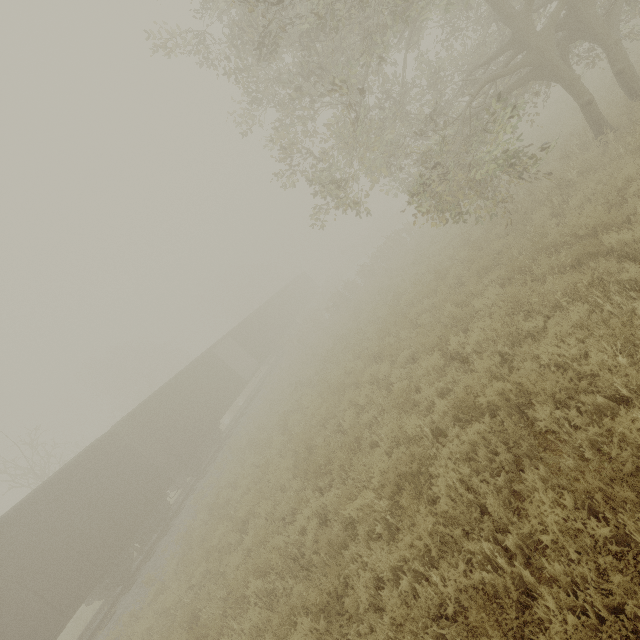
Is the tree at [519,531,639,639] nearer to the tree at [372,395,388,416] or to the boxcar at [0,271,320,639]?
the tree at [372,395,388,416]

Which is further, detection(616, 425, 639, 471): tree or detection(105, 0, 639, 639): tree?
detection(105, 0, 639, 639): tree

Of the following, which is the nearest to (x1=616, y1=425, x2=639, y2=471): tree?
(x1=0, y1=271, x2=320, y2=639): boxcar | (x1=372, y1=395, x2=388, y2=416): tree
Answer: (x1=372, y1=395, x2=388, y2=416): tree

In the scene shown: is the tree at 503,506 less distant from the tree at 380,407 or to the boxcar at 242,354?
the tree at 380,407

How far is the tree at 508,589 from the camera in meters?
2.8

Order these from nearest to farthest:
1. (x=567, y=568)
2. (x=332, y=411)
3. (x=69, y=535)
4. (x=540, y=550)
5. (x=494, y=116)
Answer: (x=567, y=568) → (x=540, y=550) → (x=332, y=411) → (x=69, y=535) → (x=494, y=116)

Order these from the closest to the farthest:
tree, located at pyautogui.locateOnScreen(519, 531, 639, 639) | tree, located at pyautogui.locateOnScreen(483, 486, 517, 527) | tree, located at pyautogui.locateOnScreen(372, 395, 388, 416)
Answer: tree, located at pyautogui.locateOnScreen(519, 531, 639, 639)
tree, located at pyautogui.locateOnScreen(483, 486, 517, 527)
tree, located at pyautogui.locateOnScreen(372, 395, 388, 416)
